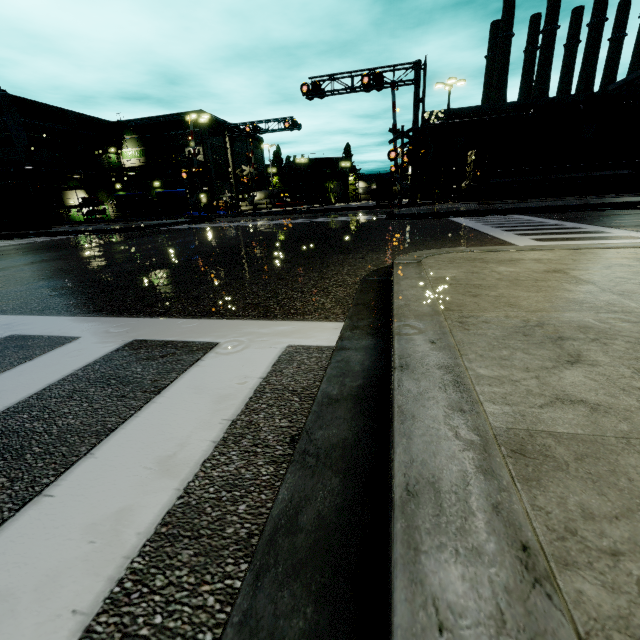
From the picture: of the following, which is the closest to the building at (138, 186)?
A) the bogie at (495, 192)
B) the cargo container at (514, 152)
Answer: the cargo container at (514, 152)

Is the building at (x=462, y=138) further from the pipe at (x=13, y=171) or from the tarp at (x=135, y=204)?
the tarp at (x=135, y=204)

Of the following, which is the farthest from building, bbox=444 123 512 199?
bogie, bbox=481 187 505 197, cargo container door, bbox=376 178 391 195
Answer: bogie, bbox=481 187 505 197

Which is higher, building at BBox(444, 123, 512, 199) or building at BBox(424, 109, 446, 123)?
building at BBox(424, 109, 446, 123)

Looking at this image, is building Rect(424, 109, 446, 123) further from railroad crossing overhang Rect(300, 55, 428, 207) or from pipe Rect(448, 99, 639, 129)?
railroad crossing overhang Rect(300, 55, 428, 207)

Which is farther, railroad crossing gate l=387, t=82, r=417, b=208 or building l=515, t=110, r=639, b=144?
building l=515, t=110, r=639, b=144

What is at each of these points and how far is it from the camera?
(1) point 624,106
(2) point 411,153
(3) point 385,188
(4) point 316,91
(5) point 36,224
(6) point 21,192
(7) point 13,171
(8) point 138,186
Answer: (1) pipe, 35.75m
(2) railroad crossing gate, 21.05m
(3) cargo container door, 44.84m
(4) railroad crossing overhang, 21.78m
(5) semi trailer, 26.06m
(6) semi trailer door, 24.09m
(7) pipe, 39.28m
(8) building, 46.78m

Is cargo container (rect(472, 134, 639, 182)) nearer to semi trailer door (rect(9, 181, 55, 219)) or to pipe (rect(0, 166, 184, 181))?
pipe (rect(0, 166, 184, 181))
